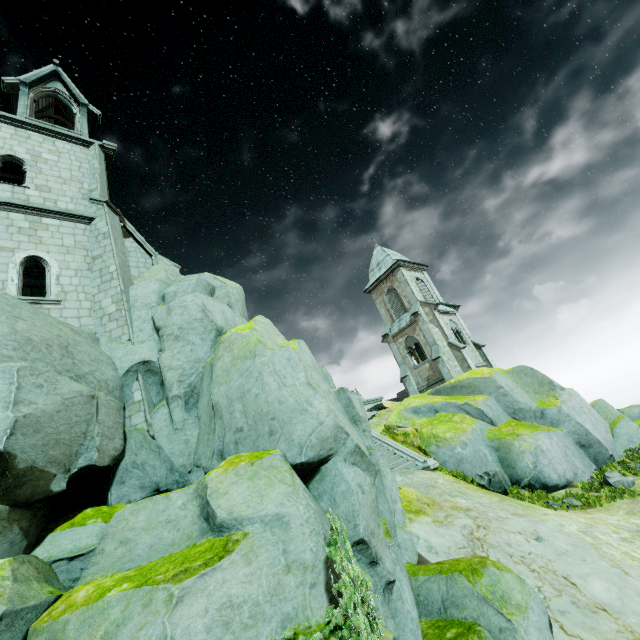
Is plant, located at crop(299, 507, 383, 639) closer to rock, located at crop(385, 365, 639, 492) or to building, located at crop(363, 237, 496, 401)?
rock, located at crop(385, 365, 639, 492)

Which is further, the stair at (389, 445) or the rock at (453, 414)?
the rock at (453, 414)

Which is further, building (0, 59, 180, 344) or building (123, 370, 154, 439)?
building (0, 59, 180, 344)

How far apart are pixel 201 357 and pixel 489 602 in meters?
9.6

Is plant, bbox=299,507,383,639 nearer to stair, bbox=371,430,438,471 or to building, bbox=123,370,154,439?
building, bbox=123,370,154,439

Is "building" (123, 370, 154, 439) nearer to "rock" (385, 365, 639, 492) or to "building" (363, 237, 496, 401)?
"rock" (385, 365, 639, 492)

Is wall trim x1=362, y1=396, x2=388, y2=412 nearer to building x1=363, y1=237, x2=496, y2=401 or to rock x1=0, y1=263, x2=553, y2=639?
rock x1=0, y1=263, x2=553, y2=639

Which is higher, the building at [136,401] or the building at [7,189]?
the building at [7,189]
